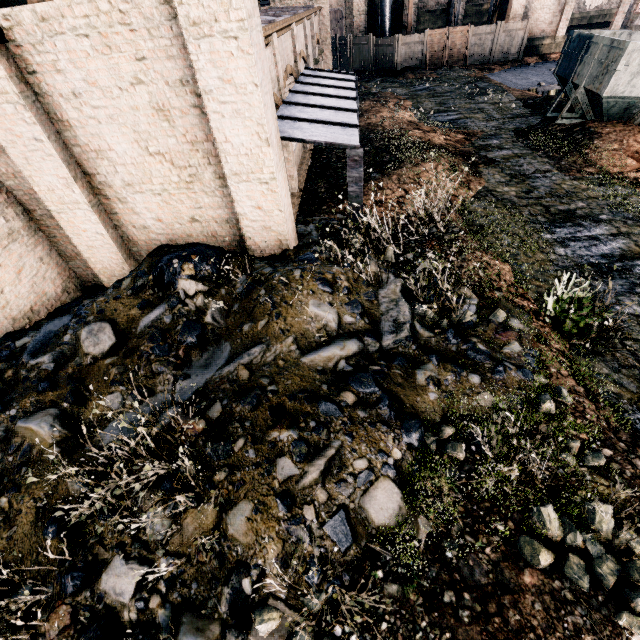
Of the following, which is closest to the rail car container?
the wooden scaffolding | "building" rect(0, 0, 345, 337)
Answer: the wooden scaffolding

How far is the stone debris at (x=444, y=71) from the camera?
27.85m

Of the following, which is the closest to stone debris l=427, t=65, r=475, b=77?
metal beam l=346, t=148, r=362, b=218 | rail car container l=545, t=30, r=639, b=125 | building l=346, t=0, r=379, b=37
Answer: building l=346, t=0, r=379, b=37

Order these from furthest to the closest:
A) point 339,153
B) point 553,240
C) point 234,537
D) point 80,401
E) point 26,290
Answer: point 339,153 → point 553,240 → point 26,290 → point 80,401 → point 234,537

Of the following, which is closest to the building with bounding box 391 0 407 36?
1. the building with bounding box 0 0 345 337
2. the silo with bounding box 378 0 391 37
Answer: the silo with bounding box 378 0 391 37

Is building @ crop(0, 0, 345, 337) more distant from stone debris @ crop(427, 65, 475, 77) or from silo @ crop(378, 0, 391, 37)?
stone debris @ crop(427, 65, 475, 77)

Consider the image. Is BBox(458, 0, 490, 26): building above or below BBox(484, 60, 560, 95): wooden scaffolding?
above

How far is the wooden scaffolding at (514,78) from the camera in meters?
23.6
